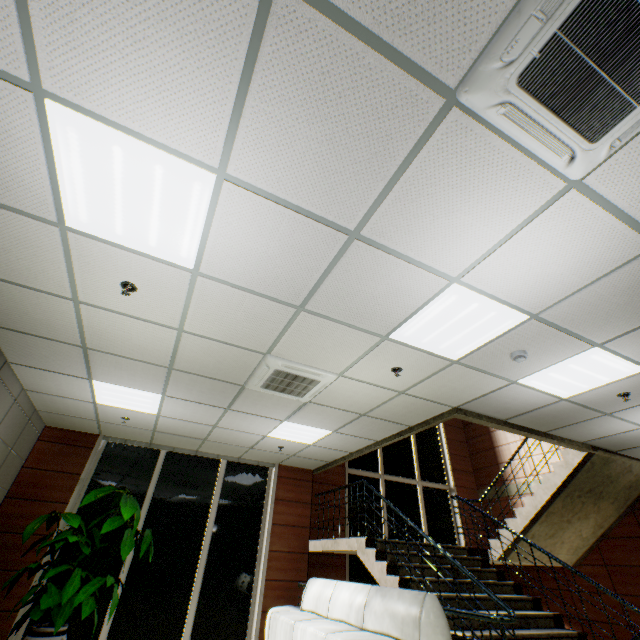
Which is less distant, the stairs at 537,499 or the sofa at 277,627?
the sofa at 277,627

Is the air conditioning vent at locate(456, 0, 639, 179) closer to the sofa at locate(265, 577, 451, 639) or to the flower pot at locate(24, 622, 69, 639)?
the sofa at locate(265, 577, 451, 639)

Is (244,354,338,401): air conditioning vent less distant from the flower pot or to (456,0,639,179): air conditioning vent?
(456,0,639,179): air conditioning vent

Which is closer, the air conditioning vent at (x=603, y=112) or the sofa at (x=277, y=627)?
the air conditioning vent at (x=603, y=112)

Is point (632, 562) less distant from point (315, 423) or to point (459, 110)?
point (315, 423)

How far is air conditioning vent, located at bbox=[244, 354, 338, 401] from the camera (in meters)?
3.95

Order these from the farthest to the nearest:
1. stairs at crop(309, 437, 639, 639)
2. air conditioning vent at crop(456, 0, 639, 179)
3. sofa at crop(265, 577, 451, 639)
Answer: stairs at crop(309, 437, 639, 639), sofa at crop(265, 577, 451, 639), air conditioning vent at crop(456, 0, 639, 179)

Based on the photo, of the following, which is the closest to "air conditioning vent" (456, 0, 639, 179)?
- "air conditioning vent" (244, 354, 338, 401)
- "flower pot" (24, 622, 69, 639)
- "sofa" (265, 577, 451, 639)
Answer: "air conditioning vent" (244, 354, 338, 401)
